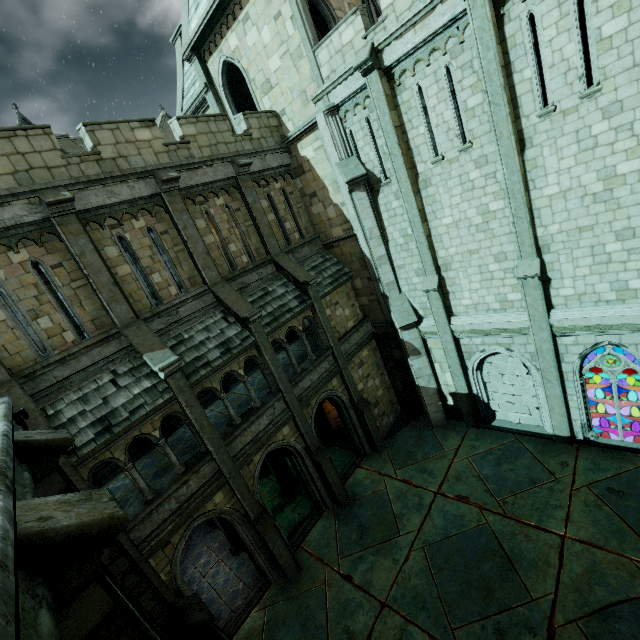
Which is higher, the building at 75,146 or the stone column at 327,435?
the building at 75,146

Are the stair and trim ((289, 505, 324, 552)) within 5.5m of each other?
no

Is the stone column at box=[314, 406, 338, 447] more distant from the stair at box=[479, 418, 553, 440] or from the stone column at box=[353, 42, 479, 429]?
the stair at box=[479, 418, 553, 440]

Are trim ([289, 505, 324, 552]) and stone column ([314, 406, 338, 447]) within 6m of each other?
yes

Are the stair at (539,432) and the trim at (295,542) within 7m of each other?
no

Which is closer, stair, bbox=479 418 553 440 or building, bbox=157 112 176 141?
stair, bbox=479 418 553 440

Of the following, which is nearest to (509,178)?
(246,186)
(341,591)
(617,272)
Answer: (617,272)

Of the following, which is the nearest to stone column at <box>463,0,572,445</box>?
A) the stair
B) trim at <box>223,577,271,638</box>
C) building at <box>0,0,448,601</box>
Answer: the stair
